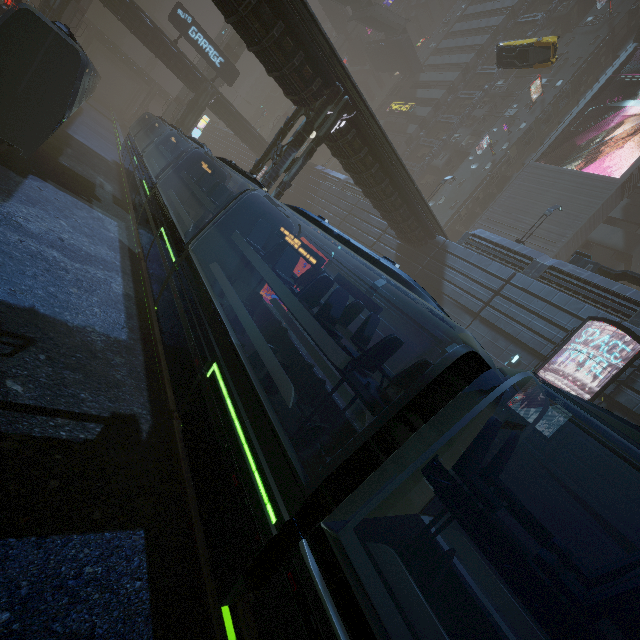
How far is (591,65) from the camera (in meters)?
38.62

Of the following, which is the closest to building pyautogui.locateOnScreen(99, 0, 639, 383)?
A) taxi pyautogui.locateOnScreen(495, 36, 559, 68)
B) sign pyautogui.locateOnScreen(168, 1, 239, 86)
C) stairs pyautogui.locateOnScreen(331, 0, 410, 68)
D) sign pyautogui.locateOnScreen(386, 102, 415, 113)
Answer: sign pyautogui.locateOnScreen(386, 102, 415, 113)

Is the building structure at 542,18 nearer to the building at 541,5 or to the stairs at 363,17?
the building at 541,5

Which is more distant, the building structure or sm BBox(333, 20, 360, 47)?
sm BBox(333, 20, 360, 47)

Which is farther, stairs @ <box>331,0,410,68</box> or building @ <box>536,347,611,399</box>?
stairs @ <box>331,0,410,68</box>

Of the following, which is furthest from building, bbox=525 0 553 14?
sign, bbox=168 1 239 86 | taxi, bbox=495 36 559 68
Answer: taxi, bbox=495 36 559 68

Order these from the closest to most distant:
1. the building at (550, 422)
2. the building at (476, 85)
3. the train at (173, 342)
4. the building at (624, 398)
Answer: the train at (173, 342)
the building at (624, 398)
the building at (550, 422)
the building at (476, 85)

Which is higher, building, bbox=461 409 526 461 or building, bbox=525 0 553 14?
building, bbox=525 0 553 14
